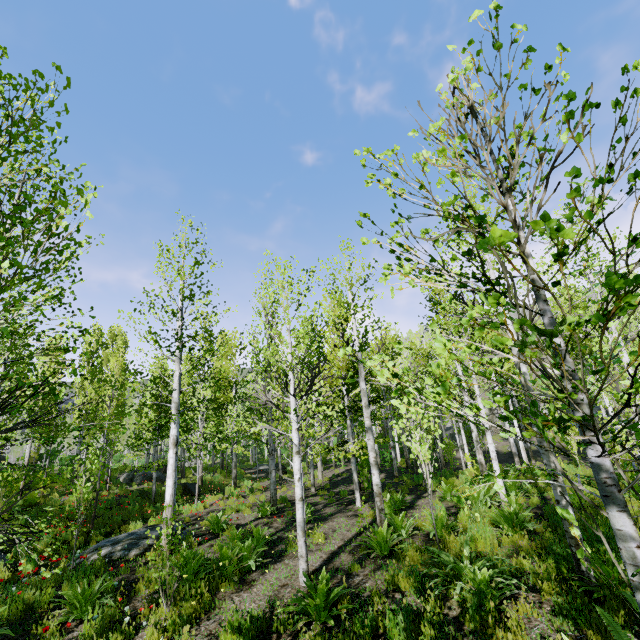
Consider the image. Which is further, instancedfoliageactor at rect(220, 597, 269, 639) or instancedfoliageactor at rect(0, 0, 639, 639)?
instancedfoliageactor at rect(220, 597, 269, 639)

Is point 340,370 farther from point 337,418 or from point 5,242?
point 5,242

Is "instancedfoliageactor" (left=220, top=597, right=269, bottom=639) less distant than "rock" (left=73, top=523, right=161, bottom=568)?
Yes

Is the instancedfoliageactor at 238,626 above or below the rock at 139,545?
below

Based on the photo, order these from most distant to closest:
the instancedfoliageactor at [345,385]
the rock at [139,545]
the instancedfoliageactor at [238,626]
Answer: the rock at [139,545]
the instancedfoliageactor at [238,626]
the instancedfoliageactor at [345,385]

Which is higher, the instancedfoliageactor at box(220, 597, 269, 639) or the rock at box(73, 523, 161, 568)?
the rock at box(73, 523, 161, 568)

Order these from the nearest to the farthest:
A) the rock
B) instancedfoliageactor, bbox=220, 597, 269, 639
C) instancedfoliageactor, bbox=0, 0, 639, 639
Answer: instancedfoliageactor, bbox=0, 0, 639, 639
instancedfoliageactor, bbox=220, 597, 269, 639
the rock
